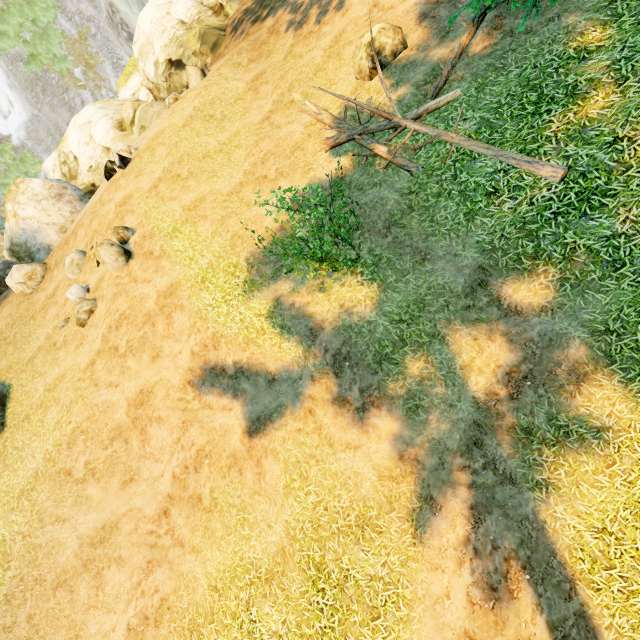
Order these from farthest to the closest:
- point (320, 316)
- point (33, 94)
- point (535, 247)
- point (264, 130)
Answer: point (33, 94), point (264, 130), point (320, 316), point (535, 247)

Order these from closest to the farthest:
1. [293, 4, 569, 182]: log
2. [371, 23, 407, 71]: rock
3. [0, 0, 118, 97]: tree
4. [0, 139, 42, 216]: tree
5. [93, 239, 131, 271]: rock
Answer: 1. [293, 4, 569, 182]: log
2. [371, 23, 407, 71]: rock
3. [93, 239, 131, 271]: rock
4. [0, 0, 118, 97]: tree
5. [0, 139, 42, 216]: tree

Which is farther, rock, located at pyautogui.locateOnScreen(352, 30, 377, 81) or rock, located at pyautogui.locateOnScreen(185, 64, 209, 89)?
A: rock, located at pyautogui.locateOnScreen(185, 64, 209, 89)

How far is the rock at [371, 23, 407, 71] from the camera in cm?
970

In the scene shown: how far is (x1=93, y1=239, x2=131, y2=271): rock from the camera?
11.31m

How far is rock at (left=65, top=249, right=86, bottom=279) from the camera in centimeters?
1302cm

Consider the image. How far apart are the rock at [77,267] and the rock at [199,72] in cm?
938

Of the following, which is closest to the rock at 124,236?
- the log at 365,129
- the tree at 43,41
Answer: the log at 365,129
